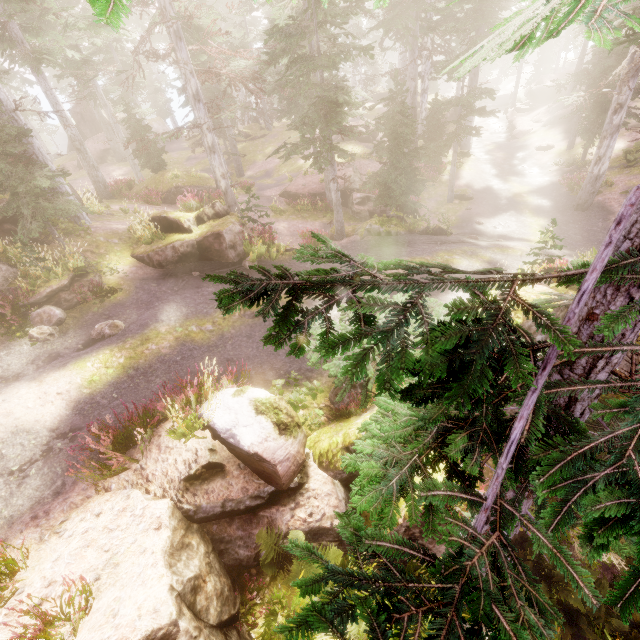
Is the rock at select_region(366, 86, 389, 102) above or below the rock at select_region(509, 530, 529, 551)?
above

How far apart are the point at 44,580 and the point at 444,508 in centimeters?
735cm

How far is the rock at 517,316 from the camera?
8.8 meters

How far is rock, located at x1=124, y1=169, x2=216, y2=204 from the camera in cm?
2253

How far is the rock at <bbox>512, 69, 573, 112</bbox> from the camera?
38.60m

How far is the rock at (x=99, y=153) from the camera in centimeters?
3500cm

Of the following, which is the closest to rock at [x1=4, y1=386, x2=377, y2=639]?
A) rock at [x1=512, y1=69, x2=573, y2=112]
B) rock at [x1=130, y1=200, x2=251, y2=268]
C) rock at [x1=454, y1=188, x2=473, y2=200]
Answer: rock at [x1=130, y1=200, x2=251, y2=268]

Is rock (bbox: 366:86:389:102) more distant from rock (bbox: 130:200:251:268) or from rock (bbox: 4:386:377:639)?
rock (bbox: 130:200:251:268)
